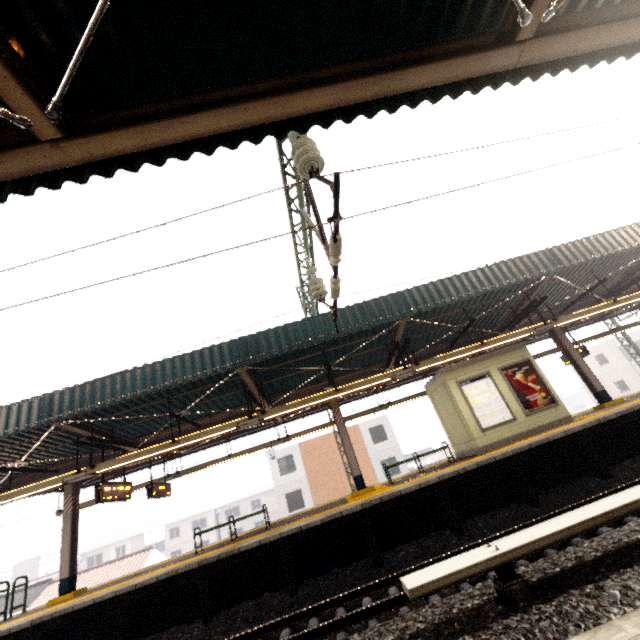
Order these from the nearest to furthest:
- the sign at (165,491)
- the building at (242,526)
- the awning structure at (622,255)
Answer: the awning structure at (622,255) → the sign at (165,491) → the building at (242,526)

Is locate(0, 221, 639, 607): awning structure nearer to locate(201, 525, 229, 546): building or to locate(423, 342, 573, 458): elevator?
locate(423, 342, 573, 458): elevator

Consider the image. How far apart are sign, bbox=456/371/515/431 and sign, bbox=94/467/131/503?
11.6m

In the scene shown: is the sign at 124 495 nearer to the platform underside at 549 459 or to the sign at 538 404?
the platform underside at 549 459

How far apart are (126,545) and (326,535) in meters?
56.9

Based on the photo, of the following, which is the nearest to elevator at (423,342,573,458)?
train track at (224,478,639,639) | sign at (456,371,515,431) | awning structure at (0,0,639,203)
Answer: sign at (456,371,515,431)

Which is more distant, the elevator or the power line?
the elevator

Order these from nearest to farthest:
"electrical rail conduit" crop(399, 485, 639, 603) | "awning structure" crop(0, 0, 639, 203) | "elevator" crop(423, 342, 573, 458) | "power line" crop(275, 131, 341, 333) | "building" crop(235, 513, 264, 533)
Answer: "awning structure" crop(0, 0, 639, 203) < "electrical rail conduit" crop(399, 485, 639, 603) < "power line" crop(275, 131, 341, 333) < "elevator" crop(423, 342, 573, 458) < "building" crop(235, 513, 264, 533)
